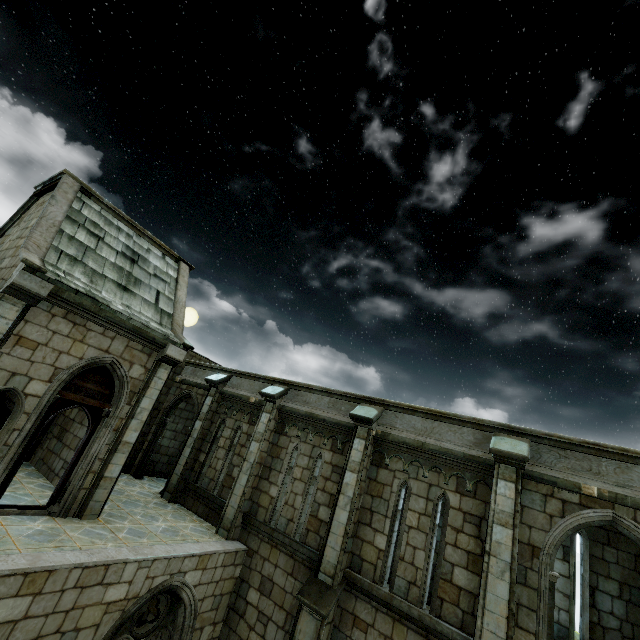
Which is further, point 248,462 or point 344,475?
point 248,462
